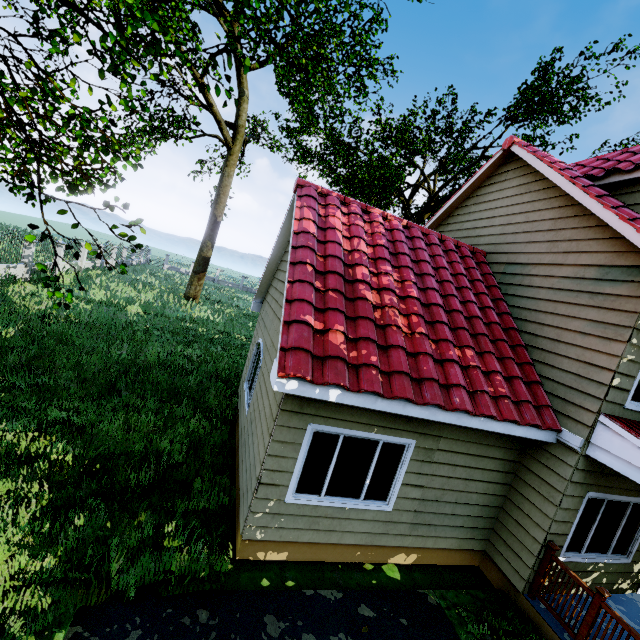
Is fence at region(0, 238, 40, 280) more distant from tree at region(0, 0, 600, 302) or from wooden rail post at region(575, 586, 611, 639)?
wooden rail post at region(575, 586, 611, 639)

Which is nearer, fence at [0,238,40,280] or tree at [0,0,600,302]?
tree at [0,0,600,302]

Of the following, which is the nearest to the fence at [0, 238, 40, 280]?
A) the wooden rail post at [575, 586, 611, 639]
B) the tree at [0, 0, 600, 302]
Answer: the tree at [0, 0, 600, 302]

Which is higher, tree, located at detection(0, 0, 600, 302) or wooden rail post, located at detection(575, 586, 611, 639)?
tree, located at detection(0, 0, 600, 302)

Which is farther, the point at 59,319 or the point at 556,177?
the point at 59,319

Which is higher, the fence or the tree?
the tree

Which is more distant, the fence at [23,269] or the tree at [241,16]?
the fence at [23,269]

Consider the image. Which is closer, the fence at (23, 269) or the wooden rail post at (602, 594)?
the wooden rail post at (602, 594)
